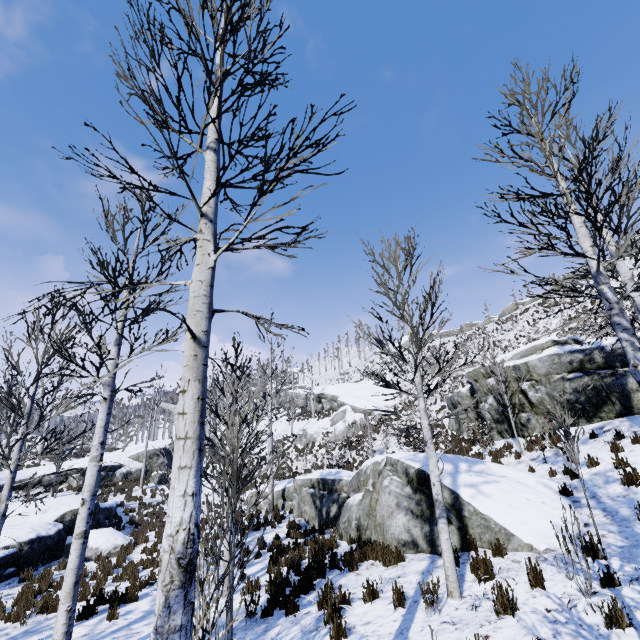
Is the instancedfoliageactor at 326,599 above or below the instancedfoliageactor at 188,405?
below

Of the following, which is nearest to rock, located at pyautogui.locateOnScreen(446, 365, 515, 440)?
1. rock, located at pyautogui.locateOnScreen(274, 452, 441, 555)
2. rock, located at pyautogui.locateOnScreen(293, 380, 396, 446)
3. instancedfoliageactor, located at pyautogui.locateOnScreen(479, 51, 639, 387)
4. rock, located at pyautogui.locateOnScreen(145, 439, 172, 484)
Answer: instancedfoliageactor, located at pyautogui.locateOnScreen(479, 51, 639, 387)

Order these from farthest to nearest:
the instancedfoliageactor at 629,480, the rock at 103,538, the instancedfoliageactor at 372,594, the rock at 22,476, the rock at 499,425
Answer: the rock at 22,476
the rock at 499,425
the rock at 103,538
the instancedfoliageactor at 629,480
the instancedfoliageactor at 372,594

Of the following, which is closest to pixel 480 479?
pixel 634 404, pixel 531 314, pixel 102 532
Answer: pixel 634 404

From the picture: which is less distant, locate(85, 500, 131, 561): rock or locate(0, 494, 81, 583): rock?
locate(0, 494, 81, 583): rock

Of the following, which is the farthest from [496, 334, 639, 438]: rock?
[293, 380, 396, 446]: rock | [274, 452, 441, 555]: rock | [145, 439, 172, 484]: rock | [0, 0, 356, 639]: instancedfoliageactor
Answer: [145, 439, 172, 484]: rock

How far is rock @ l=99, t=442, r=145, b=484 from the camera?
25.6m

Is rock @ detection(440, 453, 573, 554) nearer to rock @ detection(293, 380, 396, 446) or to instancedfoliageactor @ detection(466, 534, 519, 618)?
instancedfoliageactor @ detection(466, 534, 519, 618)
